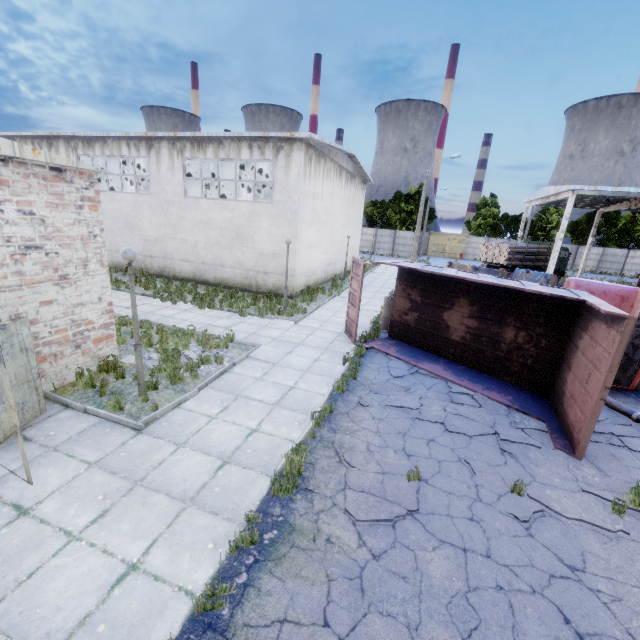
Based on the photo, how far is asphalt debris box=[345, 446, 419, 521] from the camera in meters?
4.9

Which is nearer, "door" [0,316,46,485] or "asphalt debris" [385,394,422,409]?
"door" [0,316,46,485]

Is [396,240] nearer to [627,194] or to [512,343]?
[627,194]

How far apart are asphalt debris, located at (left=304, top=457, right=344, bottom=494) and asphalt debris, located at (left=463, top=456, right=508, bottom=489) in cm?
102

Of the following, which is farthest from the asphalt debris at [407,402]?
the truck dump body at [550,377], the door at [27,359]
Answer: the door at [27,359]

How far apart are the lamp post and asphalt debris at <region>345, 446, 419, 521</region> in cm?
446

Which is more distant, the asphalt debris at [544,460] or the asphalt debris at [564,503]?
the asphalt debris at [544,460]

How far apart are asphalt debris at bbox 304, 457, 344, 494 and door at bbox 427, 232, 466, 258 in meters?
51.8
